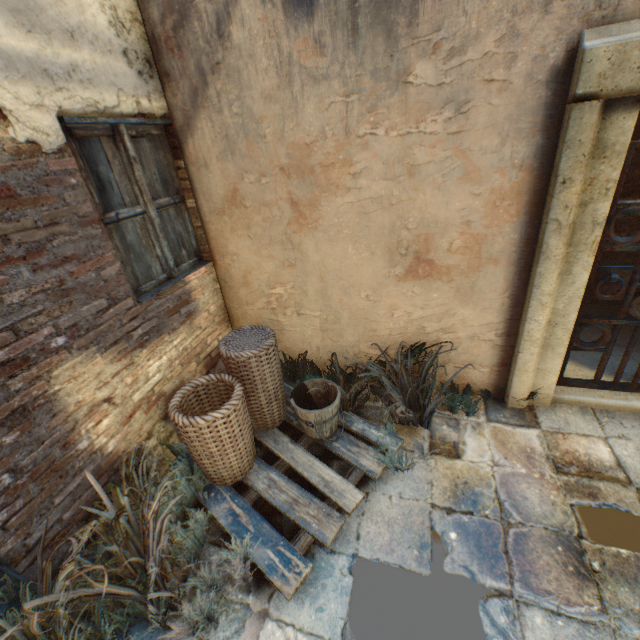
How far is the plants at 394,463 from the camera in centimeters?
258cm

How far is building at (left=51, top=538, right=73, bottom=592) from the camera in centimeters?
207cm

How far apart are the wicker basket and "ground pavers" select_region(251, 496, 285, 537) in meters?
0.2 m

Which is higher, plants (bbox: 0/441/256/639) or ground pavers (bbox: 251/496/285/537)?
plants (bbox: 0/441/256/639)

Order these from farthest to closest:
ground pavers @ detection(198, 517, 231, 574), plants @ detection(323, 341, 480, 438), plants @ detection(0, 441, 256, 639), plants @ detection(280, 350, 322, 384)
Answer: plants @ detection(280, 350, 322, 384) → plants @ detection(323, 341, 480, 438) → ground pavers @ detection(198, 517, 231, 574) → plants @ detection(0, 441, 256, 639)

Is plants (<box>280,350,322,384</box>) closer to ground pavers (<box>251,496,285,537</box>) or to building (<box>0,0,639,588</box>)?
building (<box>0,0,639,588</box>)

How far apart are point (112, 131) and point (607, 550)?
4.5m

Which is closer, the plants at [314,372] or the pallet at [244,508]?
the pallet at [244,508]
